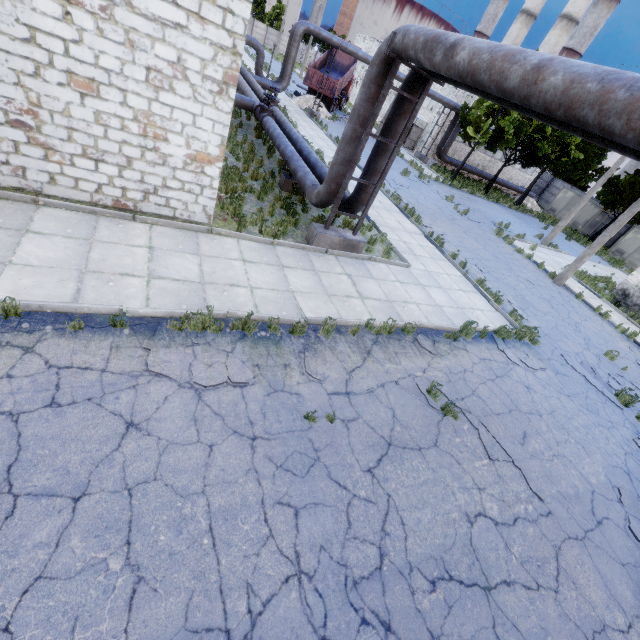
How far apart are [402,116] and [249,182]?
5.7 meters

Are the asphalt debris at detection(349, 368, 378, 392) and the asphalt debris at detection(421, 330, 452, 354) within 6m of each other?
yes

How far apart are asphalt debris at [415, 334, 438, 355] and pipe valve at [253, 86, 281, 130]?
12.1m

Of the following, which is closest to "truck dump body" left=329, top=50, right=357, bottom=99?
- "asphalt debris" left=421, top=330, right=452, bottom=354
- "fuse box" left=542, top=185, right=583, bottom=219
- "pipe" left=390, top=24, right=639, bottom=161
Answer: "pipe" left=390, top=24, right=639, bottom=161

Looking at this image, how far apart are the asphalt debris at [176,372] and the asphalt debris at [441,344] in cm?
432

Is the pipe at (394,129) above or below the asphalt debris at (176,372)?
above

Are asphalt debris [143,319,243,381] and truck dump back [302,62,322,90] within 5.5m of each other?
A: no

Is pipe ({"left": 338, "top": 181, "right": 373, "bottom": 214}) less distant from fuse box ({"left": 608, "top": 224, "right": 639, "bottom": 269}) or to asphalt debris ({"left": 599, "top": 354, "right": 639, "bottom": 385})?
asphalt debris ({"left": 599, "top": 354, "right": 639, "bottom": 385})
